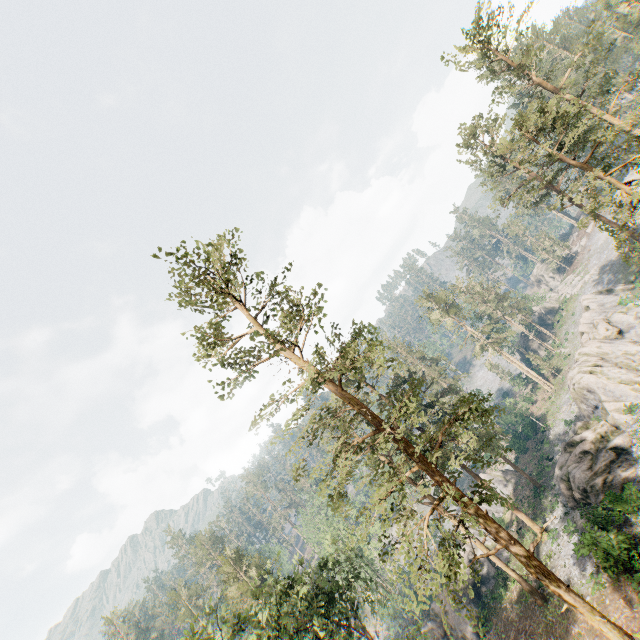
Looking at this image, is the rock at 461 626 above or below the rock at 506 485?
above

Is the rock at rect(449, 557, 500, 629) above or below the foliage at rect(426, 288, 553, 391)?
below

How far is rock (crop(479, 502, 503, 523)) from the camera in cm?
3816

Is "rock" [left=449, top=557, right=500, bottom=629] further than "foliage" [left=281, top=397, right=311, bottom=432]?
Yes

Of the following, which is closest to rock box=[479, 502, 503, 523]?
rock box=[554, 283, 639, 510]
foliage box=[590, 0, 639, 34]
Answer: foliage box=[590, 0, 639, 34]

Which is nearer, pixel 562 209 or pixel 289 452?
pixel 289 452

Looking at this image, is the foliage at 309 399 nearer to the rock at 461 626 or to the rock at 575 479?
the rock at 461 626
